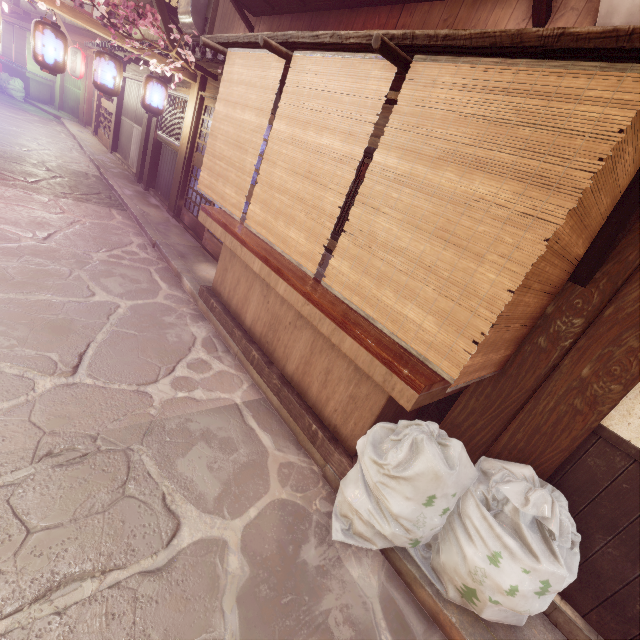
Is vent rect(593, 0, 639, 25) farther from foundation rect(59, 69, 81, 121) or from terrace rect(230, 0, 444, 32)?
foundation rect(59, 69, 81, 121)

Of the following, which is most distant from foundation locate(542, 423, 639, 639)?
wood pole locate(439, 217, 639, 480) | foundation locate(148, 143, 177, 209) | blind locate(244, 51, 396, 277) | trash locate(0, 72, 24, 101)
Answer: trash locate(0, 72, 24, 101)

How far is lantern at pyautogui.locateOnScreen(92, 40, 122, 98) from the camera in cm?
1076

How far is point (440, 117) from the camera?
3.6 meters

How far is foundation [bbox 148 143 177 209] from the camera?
15.5 meters

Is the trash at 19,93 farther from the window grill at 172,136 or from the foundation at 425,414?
the foundation at 425,414

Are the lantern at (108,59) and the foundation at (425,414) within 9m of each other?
no

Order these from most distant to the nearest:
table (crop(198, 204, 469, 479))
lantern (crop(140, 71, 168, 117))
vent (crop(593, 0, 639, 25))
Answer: lantern (crop(140, 71, 168, 117)) < vent (crop(593, 0, 639, 25)) < table (crop(198, 204, 469, 479))
